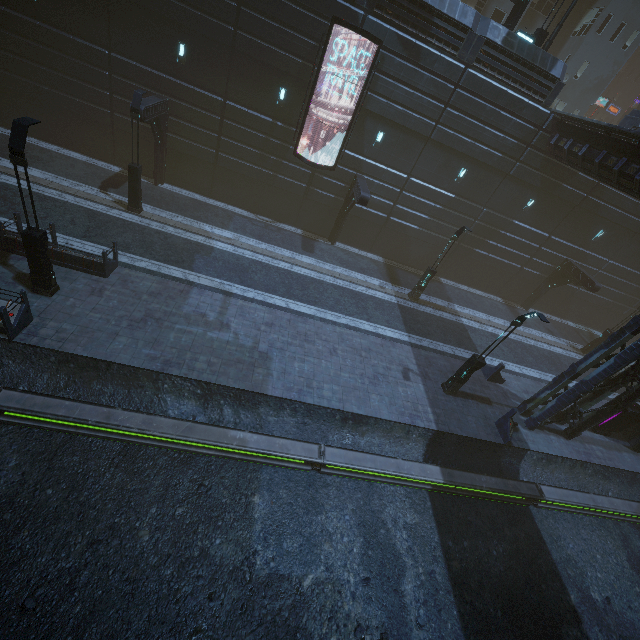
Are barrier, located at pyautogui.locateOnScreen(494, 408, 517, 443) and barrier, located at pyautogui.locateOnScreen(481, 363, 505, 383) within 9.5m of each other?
yes

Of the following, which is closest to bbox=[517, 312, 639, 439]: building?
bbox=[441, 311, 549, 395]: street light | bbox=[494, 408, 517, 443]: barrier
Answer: bbox=[494, 408, 517, 443]: barrier

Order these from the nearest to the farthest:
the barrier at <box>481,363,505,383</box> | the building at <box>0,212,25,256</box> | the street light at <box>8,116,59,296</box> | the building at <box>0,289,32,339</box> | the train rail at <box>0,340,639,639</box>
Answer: the train rail at <box>0,340,639,639</box> < the street light at <box>8,116,59,296</box> < the building at <box>0,289,32,339</box> < the building at <box>0,212,25,256</box> < the barrier at <box>481,363,505,383</box>

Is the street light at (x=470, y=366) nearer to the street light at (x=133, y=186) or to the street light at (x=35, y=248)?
the street light at (x=35, y=248)

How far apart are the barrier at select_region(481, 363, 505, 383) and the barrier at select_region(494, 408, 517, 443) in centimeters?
276cm

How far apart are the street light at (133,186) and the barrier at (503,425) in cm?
2115

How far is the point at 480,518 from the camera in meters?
12.6

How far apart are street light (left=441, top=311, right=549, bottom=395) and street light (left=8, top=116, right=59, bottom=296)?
16.7m
